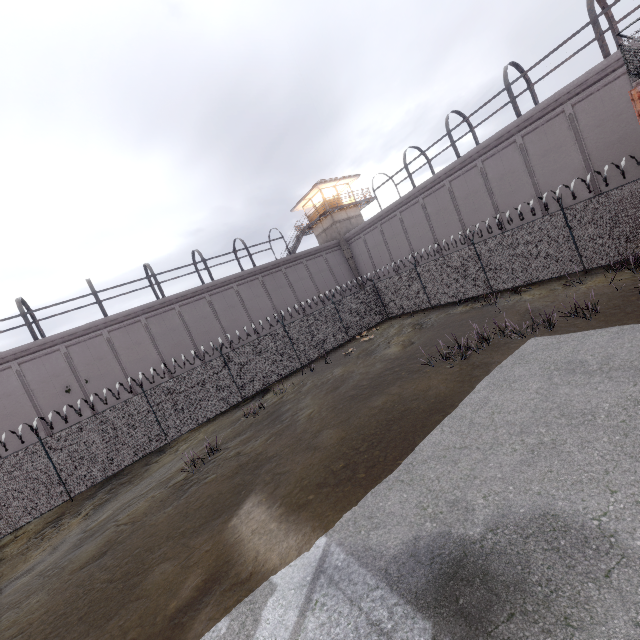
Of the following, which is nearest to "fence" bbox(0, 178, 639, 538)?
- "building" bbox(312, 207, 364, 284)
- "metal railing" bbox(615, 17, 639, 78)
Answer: "metal railing" bbox(615, 17, 639, 78)

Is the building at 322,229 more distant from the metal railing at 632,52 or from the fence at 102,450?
the metal railing at 632,52

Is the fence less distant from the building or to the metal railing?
the metal railing

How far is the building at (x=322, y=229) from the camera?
33.4m

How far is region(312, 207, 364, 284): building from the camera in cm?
3344

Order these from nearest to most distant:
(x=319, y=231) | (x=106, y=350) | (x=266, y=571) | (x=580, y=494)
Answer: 1. (x=580, y=494)
2. (x=266, y=571)
3. (x=106, y=350)
4. (x=319, y=231)
